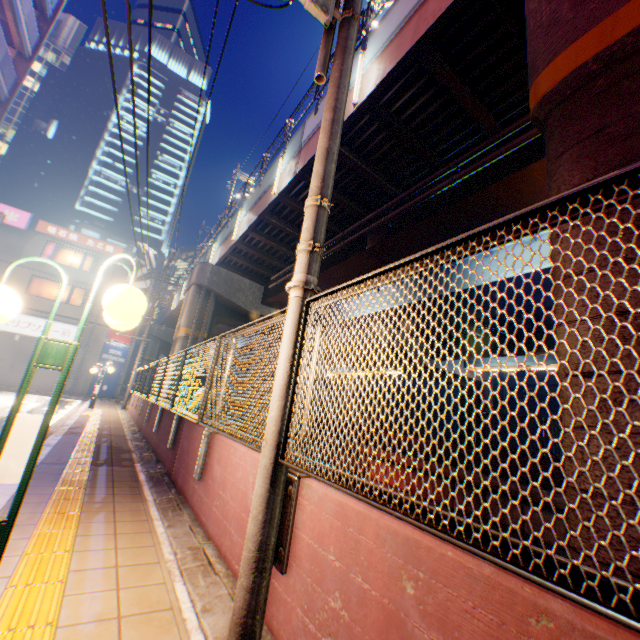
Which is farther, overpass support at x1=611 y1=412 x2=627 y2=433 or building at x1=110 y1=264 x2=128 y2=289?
building at x1=110 y1=264 x2=128 y2=289

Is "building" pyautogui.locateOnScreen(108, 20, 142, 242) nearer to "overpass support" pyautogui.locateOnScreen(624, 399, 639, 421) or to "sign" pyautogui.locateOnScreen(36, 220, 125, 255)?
"overpass support" pyautogui.locateOnScreen(624, 399, 639, 421)

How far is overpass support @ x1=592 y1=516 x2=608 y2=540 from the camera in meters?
2.0 m

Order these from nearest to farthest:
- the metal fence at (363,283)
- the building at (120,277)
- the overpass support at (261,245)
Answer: the metal fence at (363,283)
the overpass support at (261,245)
the building at (120,277)

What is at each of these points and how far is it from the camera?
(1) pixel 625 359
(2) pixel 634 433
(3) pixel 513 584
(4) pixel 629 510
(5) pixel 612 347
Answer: (1) overpass support, 2.1m
(2) overpass support, 2.0m
(3) concrete block, 1.1m
(4) overpass support, 1.9m
(5) overpass support, 2.2m

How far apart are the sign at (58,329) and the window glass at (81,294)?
1.62m

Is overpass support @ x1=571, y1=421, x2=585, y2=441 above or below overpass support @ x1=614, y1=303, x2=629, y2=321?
below
